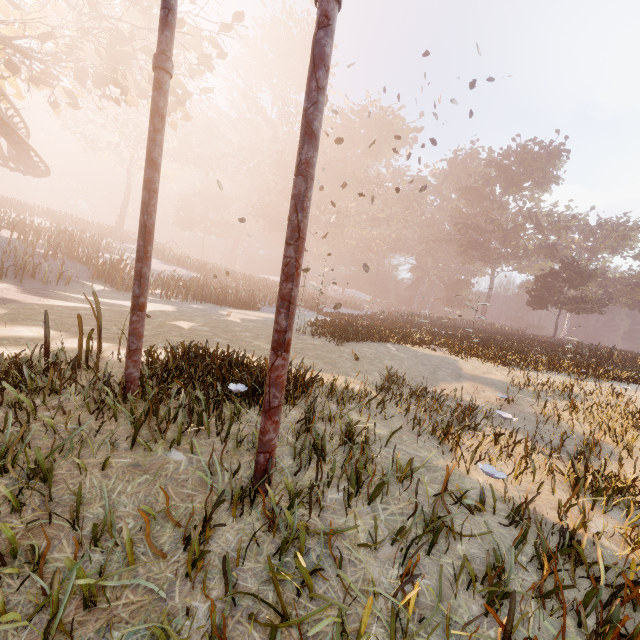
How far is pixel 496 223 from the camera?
42.6 meters

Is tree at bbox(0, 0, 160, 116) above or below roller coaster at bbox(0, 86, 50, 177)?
above

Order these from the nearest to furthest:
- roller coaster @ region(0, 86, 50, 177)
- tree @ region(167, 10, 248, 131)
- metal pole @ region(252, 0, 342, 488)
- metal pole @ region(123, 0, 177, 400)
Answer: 1. metal pole @ region(252, 0, 342, 488)
2. metal pole @ region(123, 0, 177, 400)
3. tree @ region(167, 10, 248, 131)
4. roller coaster @ region(0, 86, 50, 177)

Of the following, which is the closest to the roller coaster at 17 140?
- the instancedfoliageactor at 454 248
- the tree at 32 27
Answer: the tree at 32 27

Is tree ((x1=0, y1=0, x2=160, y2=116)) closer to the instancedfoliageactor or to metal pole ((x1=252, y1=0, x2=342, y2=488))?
metal pole ((x1=252, y1=0, x2=342, y2=488))

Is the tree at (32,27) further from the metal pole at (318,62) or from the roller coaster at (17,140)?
the metal pole at (318,62)

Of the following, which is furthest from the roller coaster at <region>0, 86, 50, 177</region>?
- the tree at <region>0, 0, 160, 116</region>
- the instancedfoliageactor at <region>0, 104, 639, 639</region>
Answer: the instancedfoliageactor at <region>0, 104, 639, 639</region>

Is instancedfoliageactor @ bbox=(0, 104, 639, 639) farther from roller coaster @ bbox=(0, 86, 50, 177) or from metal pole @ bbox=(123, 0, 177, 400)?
roller coaster @ bbox=(0, 86, 50, 177)
